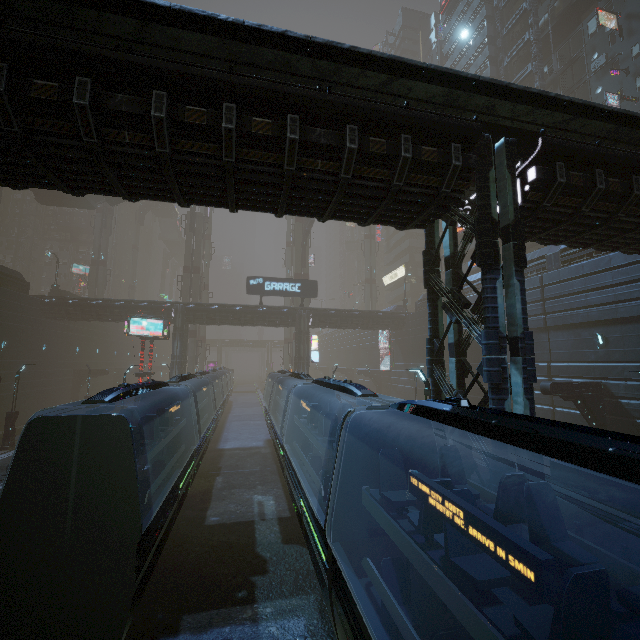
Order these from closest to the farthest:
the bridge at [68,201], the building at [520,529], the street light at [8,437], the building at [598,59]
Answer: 1. the building at [520,529]
2. the street light at [8,437]
3. the building at [598,59]
4. the bridge at [68,201]

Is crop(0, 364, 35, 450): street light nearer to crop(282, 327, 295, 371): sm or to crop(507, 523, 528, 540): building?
crop(507, 523, 528, 540): building

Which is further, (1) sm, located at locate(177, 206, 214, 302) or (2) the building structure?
(1) sm, located at locate(177, 206, 214, 302)

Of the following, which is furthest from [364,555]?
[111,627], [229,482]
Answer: [229,482]

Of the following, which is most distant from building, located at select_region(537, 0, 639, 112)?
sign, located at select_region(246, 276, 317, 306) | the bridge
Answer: the bridge

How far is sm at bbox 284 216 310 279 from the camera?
48.1 meters

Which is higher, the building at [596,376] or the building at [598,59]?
the building at [598,59]

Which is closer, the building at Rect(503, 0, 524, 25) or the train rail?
the train rail
